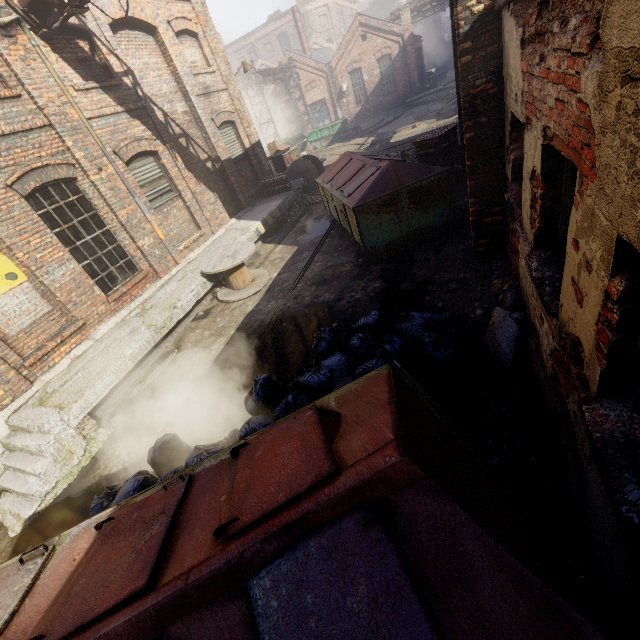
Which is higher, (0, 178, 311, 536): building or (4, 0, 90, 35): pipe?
(4, 0, 90, 35): pipe

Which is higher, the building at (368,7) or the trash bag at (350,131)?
the building at (368,7)

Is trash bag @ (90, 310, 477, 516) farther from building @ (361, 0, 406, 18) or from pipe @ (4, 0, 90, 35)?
building @ (361, 0, 406, 18)

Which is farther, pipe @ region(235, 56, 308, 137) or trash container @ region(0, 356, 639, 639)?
pipe @ region(235, 56, 308, 137)

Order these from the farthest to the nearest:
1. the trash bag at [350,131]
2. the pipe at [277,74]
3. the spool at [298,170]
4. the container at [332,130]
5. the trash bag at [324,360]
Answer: the container at [332,130] < the trash bag at [350,131] < the pipe at [277,74] < the spool at [298,170] < the trash bag at [324,360]

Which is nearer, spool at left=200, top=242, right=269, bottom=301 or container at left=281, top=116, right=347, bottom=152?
spool at left=200, top=242, right=269, bottom=301

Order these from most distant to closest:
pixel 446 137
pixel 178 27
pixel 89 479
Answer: pixel 178 27
pixel 446 137
pixel 89 479

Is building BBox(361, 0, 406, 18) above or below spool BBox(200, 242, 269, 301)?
above
